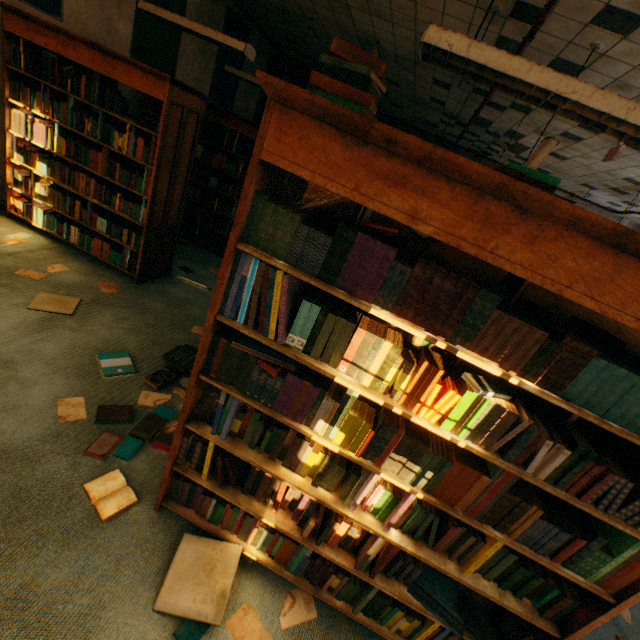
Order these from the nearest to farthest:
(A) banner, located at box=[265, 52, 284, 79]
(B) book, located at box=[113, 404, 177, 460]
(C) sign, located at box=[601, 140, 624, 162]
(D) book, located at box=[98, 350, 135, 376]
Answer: (B) book, located at box=[113, 404, 177, 460] → (D) book, located at box=[98, 350, 135, 376] → (C) sign, located at box=[601, 140, 624, 162] → (A) banner, located at box=[265, 52, 284, 79]

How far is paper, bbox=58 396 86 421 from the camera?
2.15m

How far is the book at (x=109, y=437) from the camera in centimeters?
200cm

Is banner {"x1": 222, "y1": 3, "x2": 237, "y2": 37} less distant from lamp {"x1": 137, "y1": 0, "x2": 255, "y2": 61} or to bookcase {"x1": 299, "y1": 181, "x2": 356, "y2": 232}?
lamp {"x1": 137, "y1": 0, "x2": 255, "y2": 61}

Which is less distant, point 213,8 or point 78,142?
point 78,142

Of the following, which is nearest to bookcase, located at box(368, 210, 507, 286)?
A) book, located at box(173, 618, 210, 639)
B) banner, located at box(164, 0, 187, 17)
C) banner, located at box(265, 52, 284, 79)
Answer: book, located at box(173, 618, 210, 639)

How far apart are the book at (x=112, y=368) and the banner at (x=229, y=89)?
6.2 meters

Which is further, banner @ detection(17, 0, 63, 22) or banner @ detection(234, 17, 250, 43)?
banner @ detection(234, 17, 250, 43)
